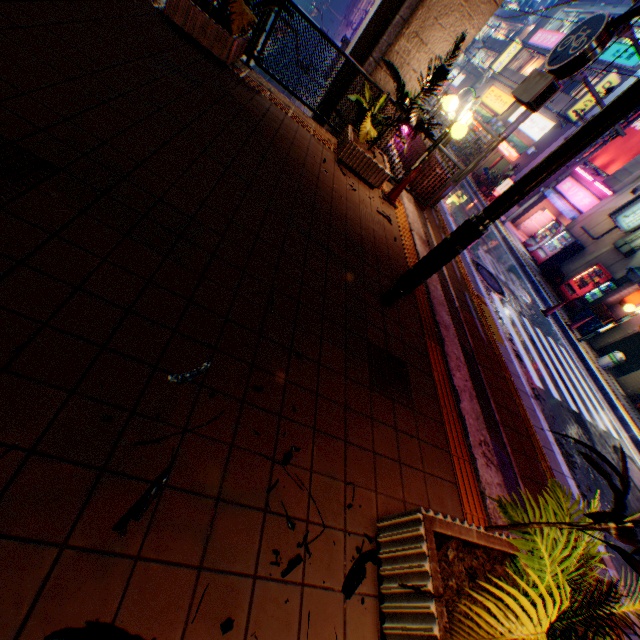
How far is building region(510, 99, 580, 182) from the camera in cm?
1938

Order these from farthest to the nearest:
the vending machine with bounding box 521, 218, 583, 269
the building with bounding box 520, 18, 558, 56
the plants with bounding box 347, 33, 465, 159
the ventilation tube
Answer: the building with bounding box 520, 18, 558, 56, the vending machine with bounding box 521, 218, 583, 269, the ventilation tube, the plants with bounding box 347, 33, 465, 159

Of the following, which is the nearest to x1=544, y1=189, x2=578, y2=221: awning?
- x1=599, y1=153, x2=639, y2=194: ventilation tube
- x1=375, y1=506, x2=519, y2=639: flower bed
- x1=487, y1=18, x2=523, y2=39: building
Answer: x1=599, y1=153, x2=639, y2=194: ventilation tube

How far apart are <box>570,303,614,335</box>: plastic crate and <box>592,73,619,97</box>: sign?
12.8 meters

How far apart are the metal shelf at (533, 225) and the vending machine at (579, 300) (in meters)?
7.85

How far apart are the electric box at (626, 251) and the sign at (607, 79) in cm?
876

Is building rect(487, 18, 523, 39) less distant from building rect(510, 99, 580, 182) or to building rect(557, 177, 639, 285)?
building rect(510, 99, 580, 182)

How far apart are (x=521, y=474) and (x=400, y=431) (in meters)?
2.42
